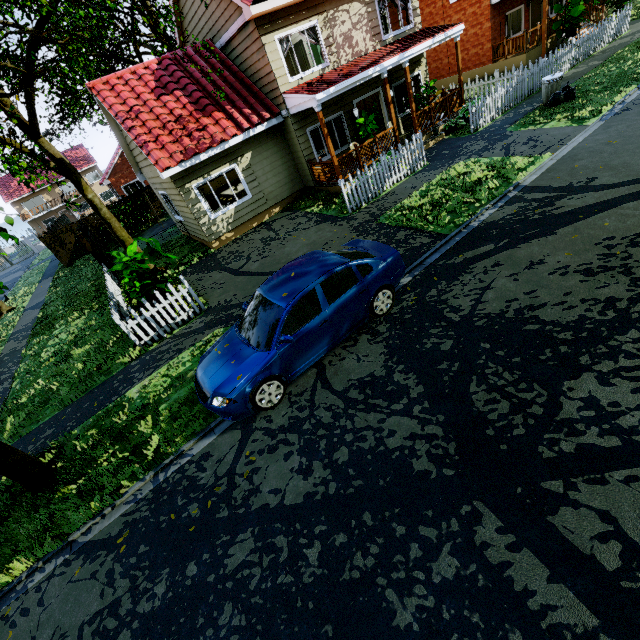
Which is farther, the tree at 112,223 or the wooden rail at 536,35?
the wooden rail at 536,35

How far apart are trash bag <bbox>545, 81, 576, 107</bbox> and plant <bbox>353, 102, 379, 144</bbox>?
6.0m

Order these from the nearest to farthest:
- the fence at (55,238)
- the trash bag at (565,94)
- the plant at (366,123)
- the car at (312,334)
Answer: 1. the car at (312,334)
2. the trash bag at (565,94)
3. the plant at (366,123)
4. the fence at (55,238)

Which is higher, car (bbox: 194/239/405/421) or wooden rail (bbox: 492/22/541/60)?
wooden rail (bbox: 492/22/541/60)

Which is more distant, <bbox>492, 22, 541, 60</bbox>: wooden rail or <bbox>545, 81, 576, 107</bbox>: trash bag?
<bbox>492, 22, 541, 60</bbox>: wooden rail

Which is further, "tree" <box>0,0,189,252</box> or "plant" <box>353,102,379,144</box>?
"plant" <box>353,102,379,144</box>

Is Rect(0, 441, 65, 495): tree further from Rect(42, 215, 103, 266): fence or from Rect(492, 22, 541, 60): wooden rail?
Rect(492, 22, 541, 60): wooden rail

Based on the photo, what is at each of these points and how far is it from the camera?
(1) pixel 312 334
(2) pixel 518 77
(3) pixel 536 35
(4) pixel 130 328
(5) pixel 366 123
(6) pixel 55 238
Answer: (1) car, 5.5m
(2) fence, 13.7m
(3) wooden rail, 18.6m
(4) fence, 9.1m
(5) plant, 12.4m
(6) fence, 22.3m
